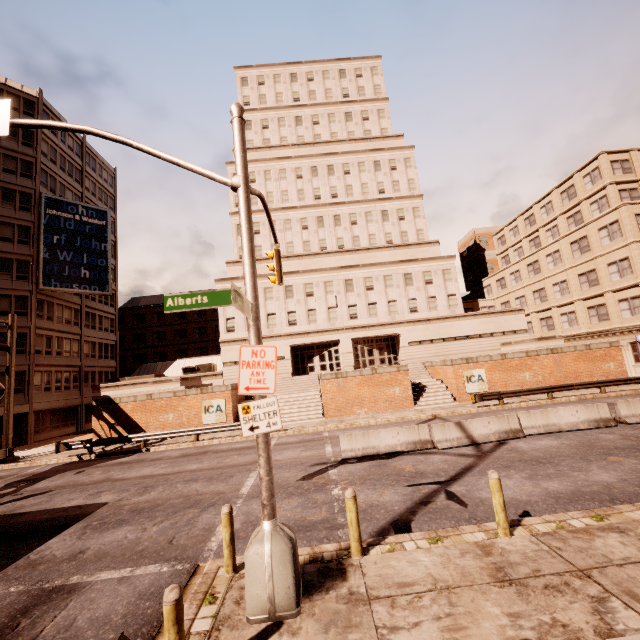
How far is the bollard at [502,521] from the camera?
6.4 meters

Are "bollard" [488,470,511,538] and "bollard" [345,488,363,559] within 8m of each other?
yes

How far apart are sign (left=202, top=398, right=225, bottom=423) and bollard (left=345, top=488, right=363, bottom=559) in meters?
19.7

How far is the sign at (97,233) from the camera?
34.00m

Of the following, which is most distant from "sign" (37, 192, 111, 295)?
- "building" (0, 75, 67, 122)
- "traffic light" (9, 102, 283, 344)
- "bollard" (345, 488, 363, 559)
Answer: "bollard" (345, 488, 363, 559)

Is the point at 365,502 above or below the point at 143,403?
below

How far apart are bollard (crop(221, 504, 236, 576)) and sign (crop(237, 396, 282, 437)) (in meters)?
1.91

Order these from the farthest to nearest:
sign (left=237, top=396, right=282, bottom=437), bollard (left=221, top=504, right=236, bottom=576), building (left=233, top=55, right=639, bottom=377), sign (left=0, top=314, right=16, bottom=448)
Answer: building (left=233, top=55, right=639, bottom=377), sign (left=0, top=314, right=16, bottom=448), bollard (left=221, top=504, right=236, bottom=576), sign (left=237, top=396, right=282, bottom=437)
